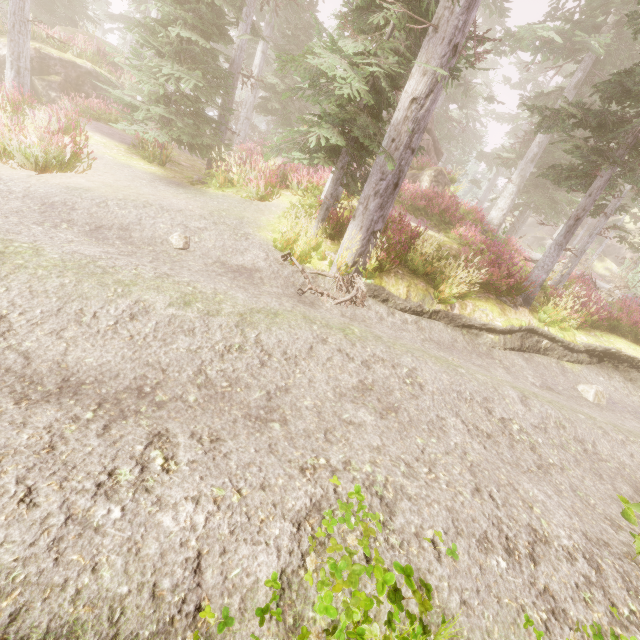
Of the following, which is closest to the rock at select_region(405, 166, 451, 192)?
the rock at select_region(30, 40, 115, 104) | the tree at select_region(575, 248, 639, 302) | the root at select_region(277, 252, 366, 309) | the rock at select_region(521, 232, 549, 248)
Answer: the tree at select_region(575, 248, 639, 302)

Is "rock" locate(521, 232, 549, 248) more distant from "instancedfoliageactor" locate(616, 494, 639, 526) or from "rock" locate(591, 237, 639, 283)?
"rock" locate(591, 237, 639, 283)

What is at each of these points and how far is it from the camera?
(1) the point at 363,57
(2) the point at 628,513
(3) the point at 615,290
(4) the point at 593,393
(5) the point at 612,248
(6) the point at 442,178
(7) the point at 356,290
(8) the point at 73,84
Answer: (1) instancedfoliageactor, 6.1m
(2) instancedfoliageactor, 3.4m
(3) tree, 16.7m
(4) instancedfoliageactor, 8.4m
(5) rock, 44.5m
(6) rock, 18.9m
(7) root, 7.2m
(8) rock, 15.1m

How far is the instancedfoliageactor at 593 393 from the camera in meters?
8.4

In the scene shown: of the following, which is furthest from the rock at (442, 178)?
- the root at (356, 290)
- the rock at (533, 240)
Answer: the rock at (533, 240)

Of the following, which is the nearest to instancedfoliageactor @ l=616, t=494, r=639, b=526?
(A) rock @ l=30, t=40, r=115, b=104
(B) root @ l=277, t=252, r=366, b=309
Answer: (A) rock @ l=30, t=40, r=115, b=104

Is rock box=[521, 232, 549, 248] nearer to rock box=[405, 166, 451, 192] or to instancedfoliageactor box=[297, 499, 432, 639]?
instancedfoliageactor box=[297, 499, 432, 639]

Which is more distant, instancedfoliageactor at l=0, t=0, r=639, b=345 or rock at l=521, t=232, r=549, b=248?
rock at l=521, t=232, r=549, b=248
